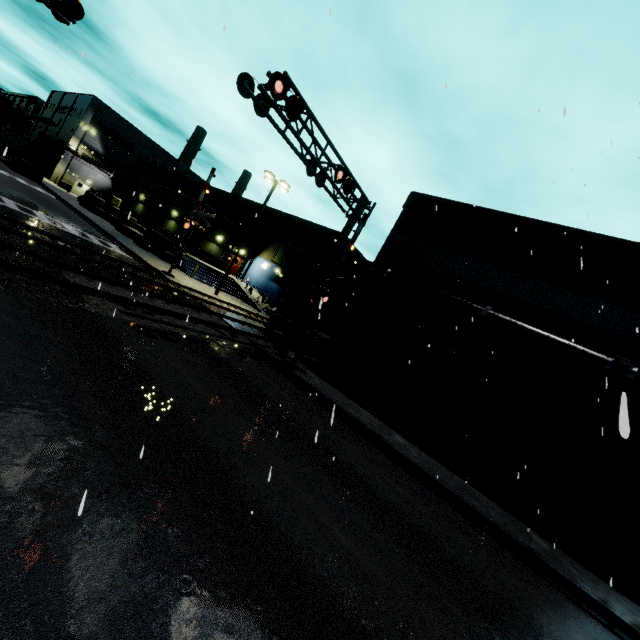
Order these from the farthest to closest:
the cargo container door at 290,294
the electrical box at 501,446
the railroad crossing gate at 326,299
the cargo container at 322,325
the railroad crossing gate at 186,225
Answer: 1. the railroad crossing gate at 186,225
2. the cargo container at 322,325
3. the cargo container door at 290,294
4. the railroad crossing gate at 326,299
5. the electrical box at 501,446

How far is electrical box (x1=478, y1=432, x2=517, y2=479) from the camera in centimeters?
1240cm

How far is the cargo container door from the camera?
19.1 meters

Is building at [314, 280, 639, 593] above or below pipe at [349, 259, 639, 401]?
below

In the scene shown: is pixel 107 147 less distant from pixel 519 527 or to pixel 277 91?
pixel 277 91

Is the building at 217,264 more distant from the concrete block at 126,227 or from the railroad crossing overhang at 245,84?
the railroad crossing overhang at 245,84

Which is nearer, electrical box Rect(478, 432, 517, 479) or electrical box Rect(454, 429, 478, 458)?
electrical box Rect(478, 432, 517, 479)
